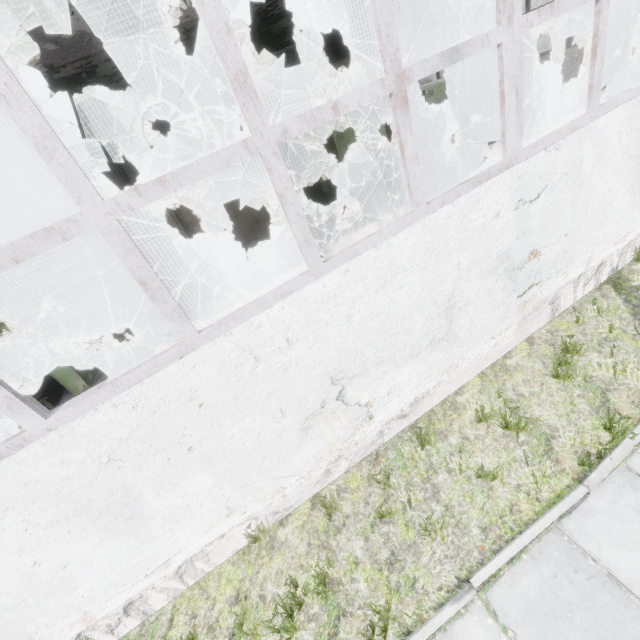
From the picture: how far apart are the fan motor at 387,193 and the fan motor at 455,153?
2.4m

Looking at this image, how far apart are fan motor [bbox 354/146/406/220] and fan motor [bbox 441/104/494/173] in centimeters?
243cm

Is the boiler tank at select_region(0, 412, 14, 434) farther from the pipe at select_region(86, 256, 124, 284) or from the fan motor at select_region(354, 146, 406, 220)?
the fan motor at select_region(354, 146, 406, 220)

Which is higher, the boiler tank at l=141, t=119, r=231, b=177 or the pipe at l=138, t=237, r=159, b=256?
the boiler tank at l=141, t=119, r=231, b=177

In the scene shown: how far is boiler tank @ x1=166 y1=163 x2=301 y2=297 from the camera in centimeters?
811cm

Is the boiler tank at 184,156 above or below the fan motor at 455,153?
above

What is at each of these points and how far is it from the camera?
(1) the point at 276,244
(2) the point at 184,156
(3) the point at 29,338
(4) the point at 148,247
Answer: (1) boiler tank, 9.5m
(2) boiler tank, 8.6m
(3) power box, 7.8m
(4) pipe, 17.0m

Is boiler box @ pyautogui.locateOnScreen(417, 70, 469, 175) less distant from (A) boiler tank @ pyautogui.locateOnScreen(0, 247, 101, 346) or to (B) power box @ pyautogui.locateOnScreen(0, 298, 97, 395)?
(B) power box @ pyautogui.locateOnScreen(0, 298, 97, 395)
